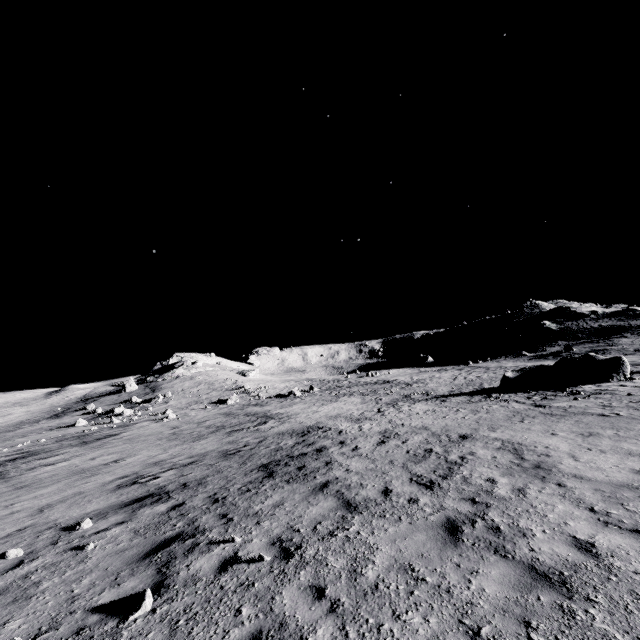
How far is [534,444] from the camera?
10.7 meters
